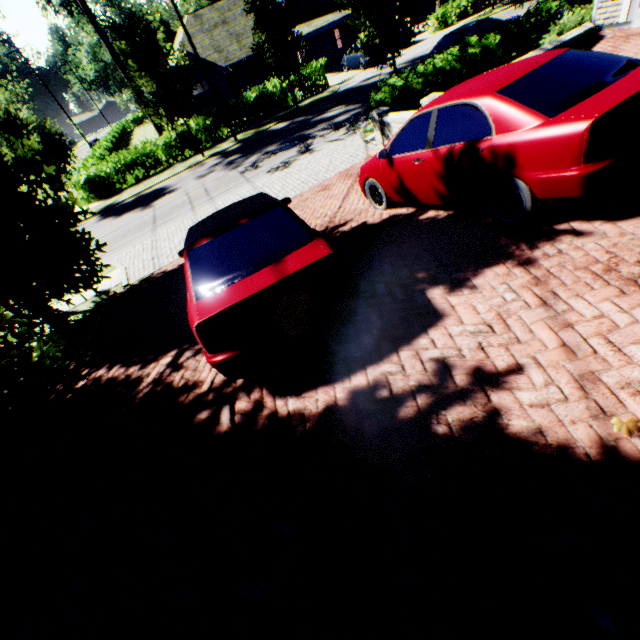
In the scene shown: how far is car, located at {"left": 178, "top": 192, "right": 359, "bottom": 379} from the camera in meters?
3.2

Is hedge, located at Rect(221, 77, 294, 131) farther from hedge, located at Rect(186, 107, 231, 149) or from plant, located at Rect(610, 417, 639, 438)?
plant, located at Rect(610, 417, 639, 438)

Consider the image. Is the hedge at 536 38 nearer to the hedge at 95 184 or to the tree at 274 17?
the tree at 274 17

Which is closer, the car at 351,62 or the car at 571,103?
the car at 571,103

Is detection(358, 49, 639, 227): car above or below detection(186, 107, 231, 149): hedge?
above

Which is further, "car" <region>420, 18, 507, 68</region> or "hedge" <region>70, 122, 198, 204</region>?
"hedge" <region>70, 122, 198, 204</region>

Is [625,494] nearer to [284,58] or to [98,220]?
[98,220]

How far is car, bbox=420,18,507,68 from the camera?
13.9 meters
